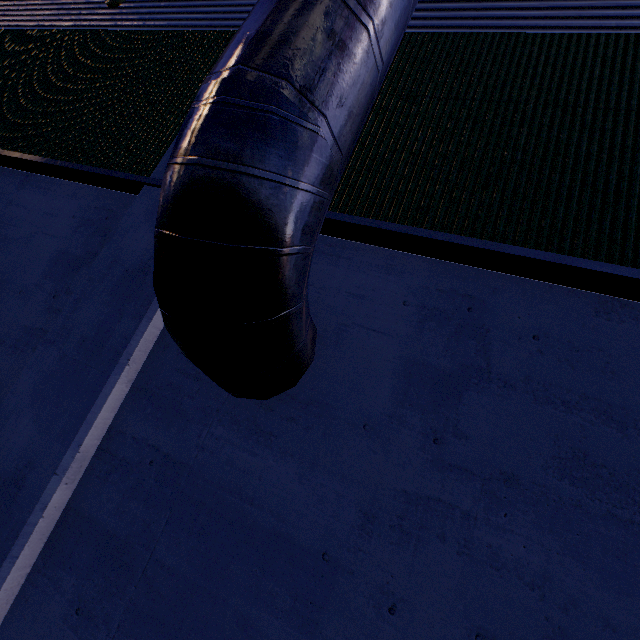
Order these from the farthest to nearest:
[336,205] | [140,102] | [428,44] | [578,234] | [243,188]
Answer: [140,102] → [428,44] → [336,205] → [578,234] → [243,188]
